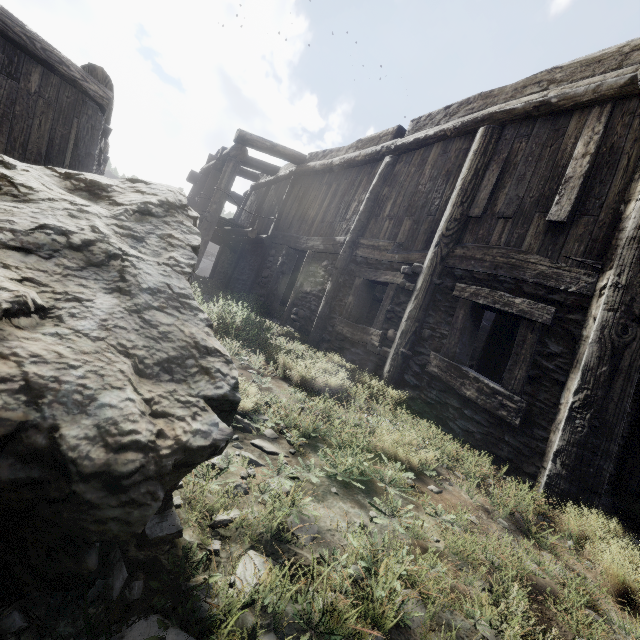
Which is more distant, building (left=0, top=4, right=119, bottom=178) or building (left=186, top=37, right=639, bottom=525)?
building (left=0, top=4, right=119, bottom=178)

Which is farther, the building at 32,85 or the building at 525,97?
the building at 32,85

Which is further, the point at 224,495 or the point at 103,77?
the point at 103,77
